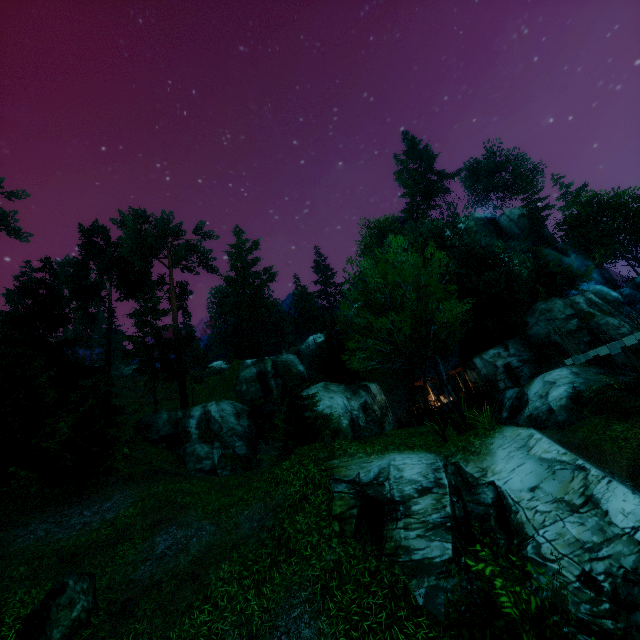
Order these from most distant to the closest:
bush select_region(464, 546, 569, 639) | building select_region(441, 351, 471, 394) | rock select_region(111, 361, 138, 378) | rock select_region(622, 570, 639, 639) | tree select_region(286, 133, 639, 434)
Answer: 1. rock select_region(111, 361, 138, 378)
2. building select_region(441, 351, 471, 394)
3. tree select_region(286, 133, 639, 434)
4. rock select_region(622, 570, 639, 639)
5. bush select_region(464, 546, 569, 639)

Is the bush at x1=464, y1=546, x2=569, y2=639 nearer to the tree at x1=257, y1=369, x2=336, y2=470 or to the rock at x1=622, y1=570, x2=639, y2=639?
the rock at x1=622, y1=570, x2=639, y2=639

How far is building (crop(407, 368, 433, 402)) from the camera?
33.4m

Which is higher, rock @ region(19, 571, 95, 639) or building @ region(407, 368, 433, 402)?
building @ region(407, 368, 433, 402)

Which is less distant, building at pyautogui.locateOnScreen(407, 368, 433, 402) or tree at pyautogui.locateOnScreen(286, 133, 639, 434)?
tree at pyautogui.locateOnScreen(286, 133, 639, 434)

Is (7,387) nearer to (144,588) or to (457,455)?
(144,588)

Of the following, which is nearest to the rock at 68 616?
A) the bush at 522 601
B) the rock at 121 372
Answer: the bush at 522 601

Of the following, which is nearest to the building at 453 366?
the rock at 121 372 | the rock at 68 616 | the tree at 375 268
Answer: the tree at 375 268
